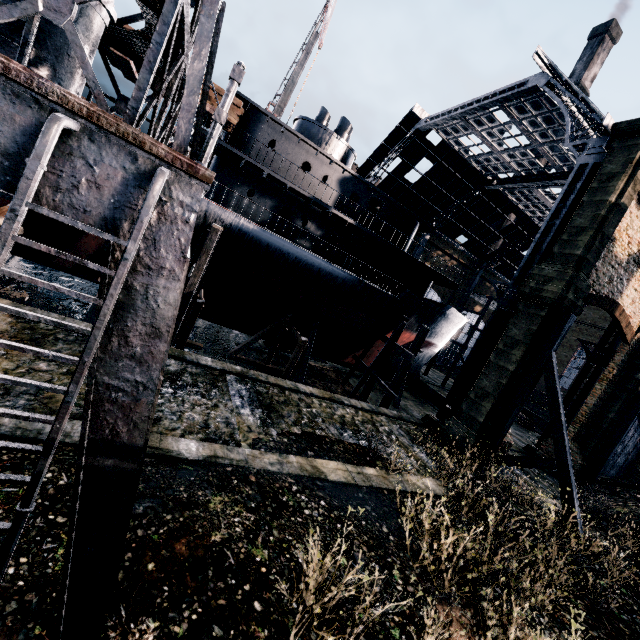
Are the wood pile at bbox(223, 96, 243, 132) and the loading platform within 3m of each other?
yes

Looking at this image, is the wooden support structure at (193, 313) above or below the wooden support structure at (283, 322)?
below

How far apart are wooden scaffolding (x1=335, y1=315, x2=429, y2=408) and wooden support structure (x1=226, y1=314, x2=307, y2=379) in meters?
5.5

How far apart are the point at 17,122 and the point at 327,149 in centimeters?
2269cm

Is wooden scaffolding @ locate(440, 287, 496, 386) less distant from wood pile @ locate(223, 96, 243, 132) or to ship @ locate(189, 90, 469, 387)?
ship @ locate(189, 90, 469, 387)

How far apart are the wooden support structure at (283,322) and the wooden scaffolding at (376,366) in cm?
551

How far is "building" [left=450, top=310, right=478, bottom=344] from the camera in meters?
55.7

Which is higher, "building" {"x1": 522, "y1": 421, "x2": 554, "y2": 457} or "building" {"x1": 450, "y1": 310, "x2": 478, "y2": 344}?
"building" {"x1": 450, "y1": 310, "x2": 478, "y2": 344}
